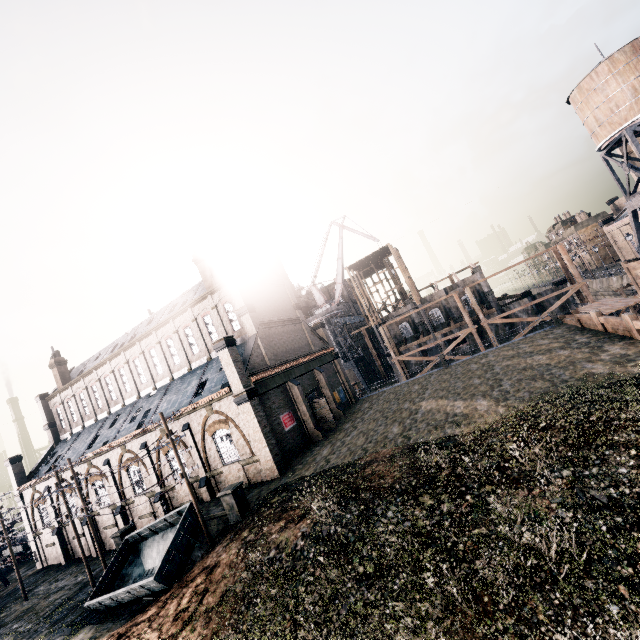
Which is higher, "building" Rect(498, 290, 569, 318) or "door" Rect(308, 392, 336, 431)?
"door" Rect(308, 392, 336, 431)

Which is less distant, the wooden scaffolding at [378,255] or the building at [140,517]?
the building at [140,517]

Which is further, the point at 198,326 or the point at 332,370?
the point at 332,370

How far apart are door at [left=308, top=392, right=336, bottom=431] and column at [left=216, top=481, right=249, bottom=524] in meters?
12.6 m

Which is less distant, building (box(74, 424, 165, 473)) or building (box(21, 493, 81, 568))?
building (box(74, 424, 165, 473))

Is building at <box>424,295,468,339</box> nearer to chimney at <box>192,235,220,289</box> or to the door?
the door

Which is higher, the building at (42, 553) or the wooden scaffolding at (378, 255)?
the wooden scaffolding at (378, 255)

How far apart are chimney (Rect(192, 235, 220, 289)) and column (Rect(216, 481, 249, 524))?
19.2m
